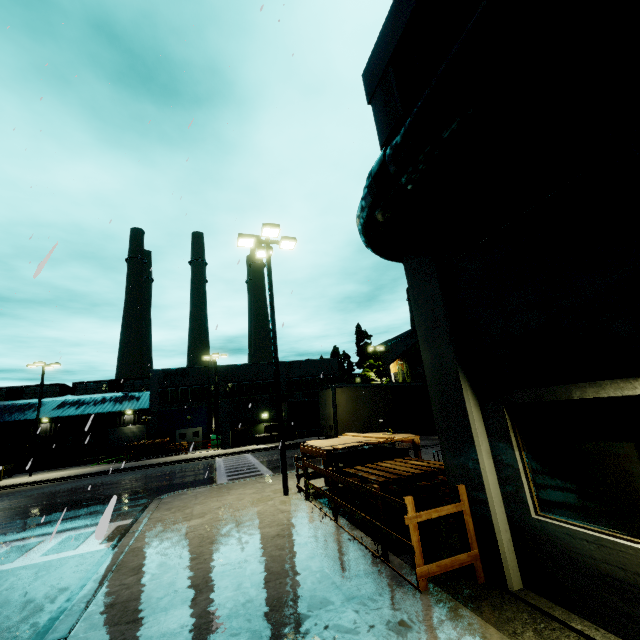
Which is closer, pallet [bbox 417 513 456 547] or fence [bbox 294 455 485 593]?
fence [bbox 294 455 485 593]

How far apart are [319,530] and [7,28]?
18.72m

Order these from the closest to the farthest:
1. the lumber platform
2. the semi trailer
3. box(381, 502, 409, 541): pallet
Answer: box(381, 502, 409, 541): pallet < the lumber platform < the semi trailer

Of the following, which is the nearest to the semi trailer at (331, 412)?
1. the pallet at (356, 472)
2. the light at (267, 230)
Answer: the light at (267, 230)

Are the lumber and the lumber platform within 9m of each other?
yes

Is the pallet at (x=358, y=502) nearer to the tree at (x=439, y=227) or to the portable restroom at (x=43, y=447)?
the tree at (x=439, y=227)

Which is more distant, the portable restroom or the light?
the portable restroom

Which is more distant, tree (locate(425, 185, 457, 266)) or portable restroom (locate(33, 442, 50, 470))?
portable restroom (locate(33, 442, 50, 470))
